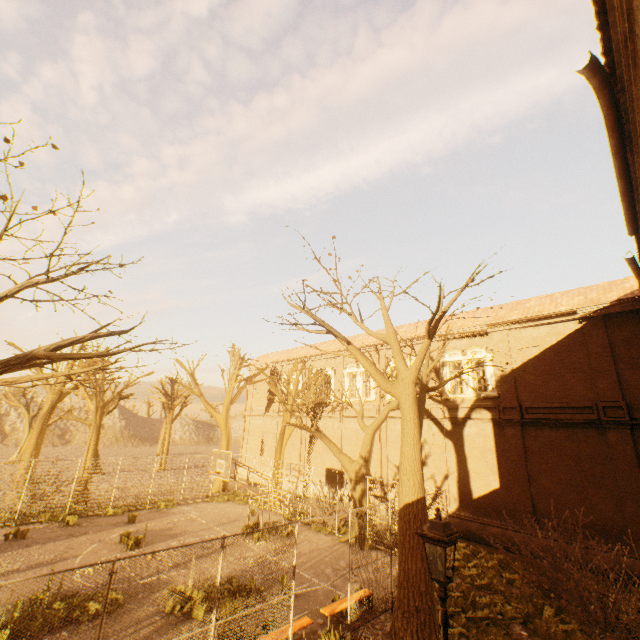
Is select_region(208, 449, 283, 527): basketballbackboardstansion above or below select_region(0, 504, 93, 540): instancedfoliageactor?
above

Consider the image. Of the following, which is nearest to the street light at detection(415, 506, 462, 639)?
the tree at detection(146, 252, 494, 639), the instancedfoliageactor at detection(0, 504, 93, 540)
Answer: the tree at detection(146, 252, 494, 639)

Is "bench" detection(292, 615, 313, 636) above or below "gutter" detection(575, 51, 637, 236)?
below

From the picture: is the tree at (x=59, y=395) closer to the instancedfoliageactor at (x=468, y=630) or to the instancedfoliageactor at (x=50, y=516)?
the instancedfoliageactor at (x=468, y=630)

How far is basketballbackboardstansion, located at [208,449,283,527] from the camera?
14.48m

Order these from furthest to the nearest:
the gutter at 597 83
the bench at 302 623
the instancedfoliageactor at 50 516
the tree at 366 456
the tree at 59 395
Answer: the instancedfoliageactor at 50 516 < the tree at 366 456 < the bench at 302 623 < the gutter at 597 83 < the tree at 59 395

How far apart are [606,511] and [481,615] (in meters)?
8.10

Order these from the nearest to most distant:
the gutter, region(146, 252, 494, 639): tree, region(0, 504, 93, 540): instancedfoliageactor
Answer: the gutter < region(146, 252, 494, 639): tree < region(0, 504, 93, 540): instancedfoliageactor
